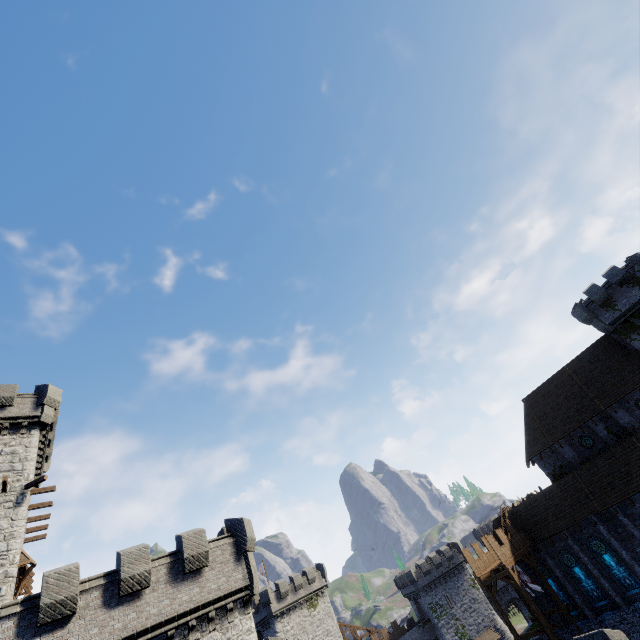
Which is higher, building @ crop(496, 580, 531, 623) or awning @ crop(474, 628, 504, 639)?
building @ crop(496, 580, 531, 623)

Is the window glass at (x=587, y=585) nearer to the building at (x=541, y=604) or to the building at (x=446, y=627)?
the building at (x=541, y=604)

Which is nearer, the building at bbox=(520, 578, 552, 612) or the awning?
the building at bbox=(520, 578, 552, 612)

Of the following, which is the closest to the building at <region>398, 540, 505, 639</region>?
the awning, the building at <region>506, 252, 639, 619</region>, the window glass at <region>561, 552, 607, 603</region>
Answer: the awning

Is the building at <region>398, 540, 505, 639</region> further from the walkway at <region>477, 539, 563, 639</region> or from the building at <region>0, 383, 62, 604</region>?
the building at <region>0, 383, 62, 604</region>

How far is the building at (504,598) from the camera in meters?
55.7 m

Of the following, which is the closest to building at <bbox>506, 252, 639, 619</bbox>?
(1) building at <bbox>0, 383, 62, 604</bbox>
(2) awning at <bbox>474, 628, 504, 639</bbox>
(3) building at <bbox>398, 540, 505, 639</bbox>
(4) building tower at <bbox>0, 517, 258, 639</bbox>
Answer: (3) building at <bbox>398, 540, 505, 639</bbox>

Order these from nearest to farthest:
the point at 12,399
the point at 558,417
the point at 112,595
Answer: the point at 112,595 → the point at 12,399 → the point at 558,417
